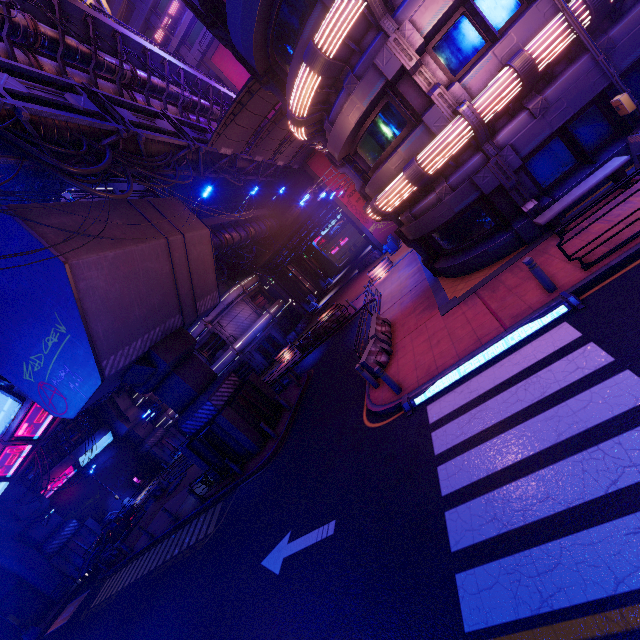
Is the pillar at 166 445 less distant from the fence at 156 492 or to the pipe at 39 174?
the pipe at 39 174

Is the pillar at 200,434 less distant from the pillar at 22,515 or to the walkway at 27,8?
the walkway at 27,8

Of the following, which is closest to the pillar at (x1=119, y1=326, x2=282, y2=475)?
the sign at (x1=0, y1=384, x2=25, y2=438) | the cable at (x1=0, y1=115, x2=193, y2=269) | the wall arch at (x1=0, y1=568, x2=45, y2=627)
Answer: the sign at (x1=0, y1=384, x2=25, y2=438)

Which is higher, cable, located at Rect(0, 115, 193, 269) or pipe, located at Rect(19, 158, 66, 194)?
pipe, located at Rect(19, 158, 66, 194)

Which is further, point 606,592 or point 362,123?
point 362,123

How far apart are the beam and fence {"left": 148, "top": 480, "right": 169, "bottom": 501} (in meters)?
26.90

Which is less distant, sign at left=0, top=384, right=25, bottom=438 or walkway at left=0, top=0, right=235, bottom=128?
walkway at left=0, top=0, right=235, bottom=128

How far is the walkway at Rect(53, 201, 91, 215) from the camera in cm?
1287
